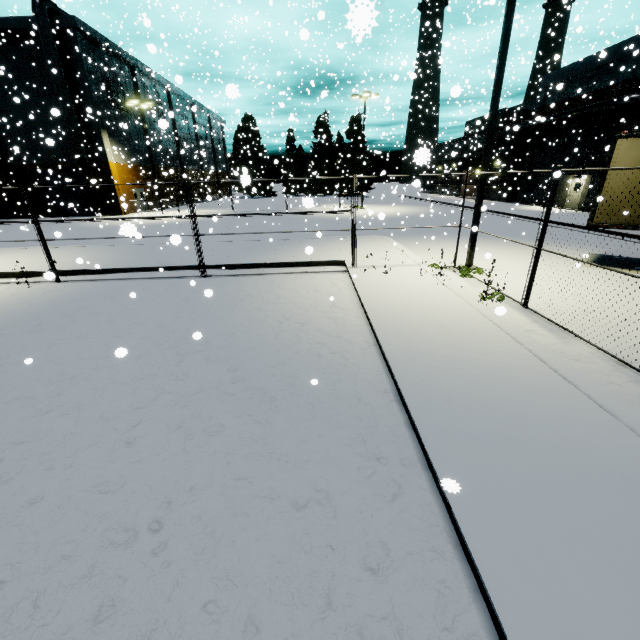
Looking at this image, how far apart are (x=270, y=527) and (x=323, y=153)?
63.2m

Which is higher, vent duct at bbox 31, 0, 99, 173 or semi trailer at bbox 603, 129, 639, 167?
vent duct at bbox 31, 0, 99, 173

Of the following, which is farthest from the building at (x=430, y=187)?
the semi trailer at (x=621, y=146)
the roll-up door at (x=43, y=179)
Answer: the semi trailer at (x=621, y=146)

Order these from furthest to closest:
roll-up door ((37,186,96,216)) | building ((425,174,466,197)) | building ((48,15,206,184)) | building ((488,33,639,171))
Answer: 1. building ((425,174,466,197))
2. roll-up door ((37,186,96,216))
3. building ((48,15,206,184))
4. building ((488,33,639,171))

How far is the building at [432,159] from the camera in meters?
24.9

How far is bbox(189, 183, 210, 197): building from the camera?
38.2 meters

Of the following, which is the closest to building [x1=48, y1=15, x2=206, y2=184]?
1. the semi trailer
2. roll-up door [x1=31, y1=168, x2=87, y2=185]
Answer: roll-up door [x1=31, y1=168, x2=87, y2=185]
